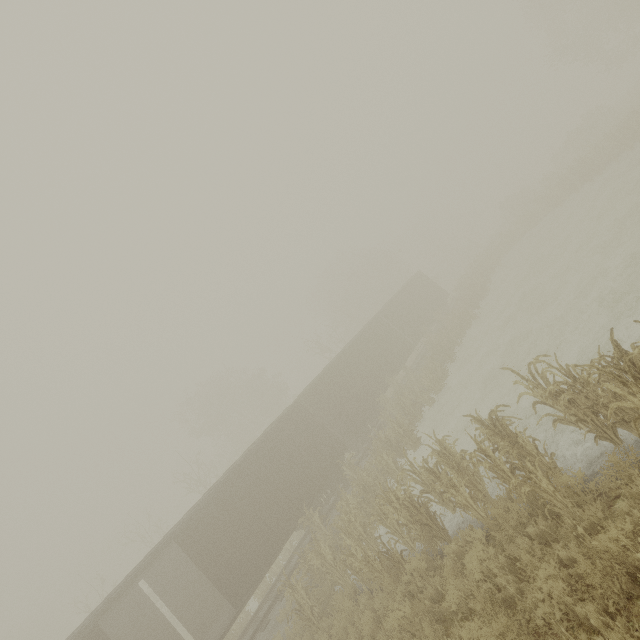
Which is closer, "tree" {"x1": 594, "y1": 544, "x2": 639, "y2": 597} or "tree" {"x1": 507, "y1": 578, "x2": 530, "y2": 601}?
"tree" {"x1": 594, "y1": 544, "x2": 639, "y2": 597}

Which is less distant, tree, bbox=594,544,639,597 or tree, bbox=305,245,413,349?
tree, bbox=594,544,639,597

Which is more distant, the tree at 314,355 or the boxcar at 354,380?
the tree at 314,355

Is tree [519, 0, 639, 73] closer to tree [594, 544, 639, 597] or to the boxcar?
tree [594, 544, 639, 597]

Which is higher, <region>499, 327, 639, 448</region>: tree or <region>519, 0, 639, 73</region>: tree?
<region>519, 0, 639, 73</region>: tree

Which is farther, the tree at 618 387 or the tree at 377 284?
the tree at 377 284

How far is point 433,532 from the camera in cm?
813

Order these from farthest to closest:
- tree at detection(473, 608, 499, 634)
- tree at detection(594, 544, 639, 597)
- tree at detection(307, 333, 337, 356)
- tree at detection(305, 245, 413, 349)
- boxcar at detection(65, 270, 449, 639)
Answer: tree at detection(305, 245, 413, 349)
tree at detection(307, 333, 337, 356)
boxcar at detection(65, 270, 449, 639)
tree at detection(473, 608, 499, 634)
tree at detection(594, 544, 639, 597)
